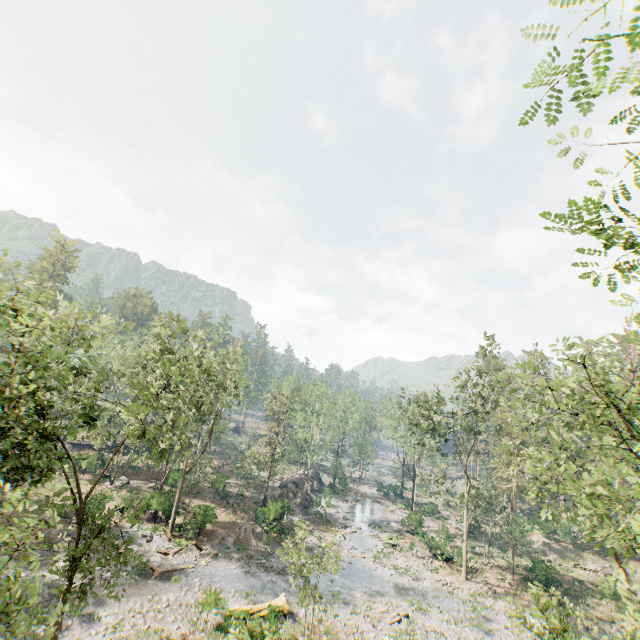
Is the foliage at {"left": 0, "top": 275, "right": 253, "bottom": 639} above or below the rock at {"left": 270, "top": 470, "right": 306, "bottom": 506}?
above

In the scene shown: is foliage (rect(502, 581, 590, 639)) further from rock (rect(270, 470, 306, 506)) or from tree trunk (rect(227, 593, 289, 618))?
rock (rect(270, 470, 306, 506))

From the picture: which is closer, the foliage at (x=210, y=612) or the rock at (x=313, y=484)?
the foliage at (x=210, y=612)

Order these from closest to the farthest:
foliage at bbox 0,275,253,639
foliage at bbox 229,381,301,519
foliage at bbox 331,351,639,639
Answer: foliage at bbox 331,351,639,639, foliage at bbox 0,275,253,639, foliage at bbox 229,381,301,519

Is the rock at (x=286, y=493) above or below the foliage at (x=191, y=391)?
below

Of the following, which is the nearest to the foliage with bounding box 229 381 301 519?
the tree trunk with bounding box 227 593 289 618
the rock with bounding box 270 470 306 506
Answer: the tree trunk with bounding box 227 593 289 618

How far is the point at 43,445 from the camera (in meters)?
Answer: 12.46
